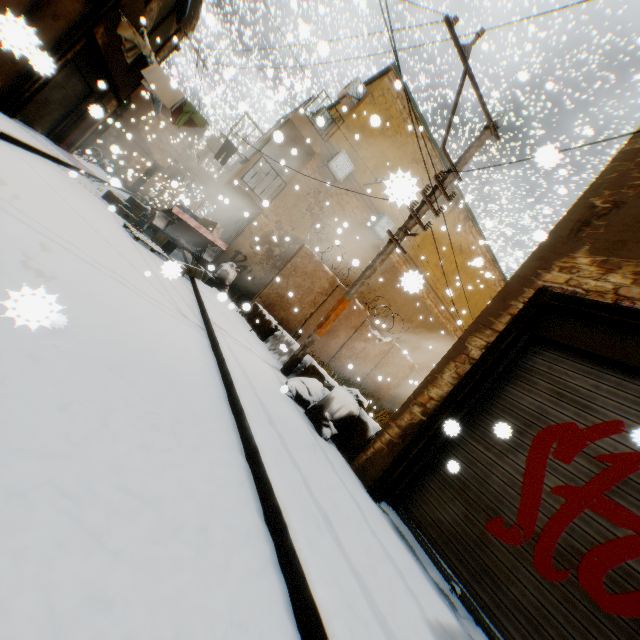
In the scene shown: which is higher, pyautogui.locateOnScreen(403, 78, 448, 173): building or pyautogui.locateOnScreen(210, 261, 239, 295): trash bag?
pyautogui.locateOnScreen(403, 78, 448, 173): building

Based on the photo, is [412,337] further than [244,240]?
Yes

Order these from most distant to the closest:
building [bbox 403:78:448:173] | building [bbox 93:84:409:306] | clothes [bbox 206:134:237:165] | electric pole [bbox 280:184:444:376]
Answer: building [bbox 403:78:448:173] < building [bbox 93:84:409:306] < clothes [bbox 206:134:237:165] < electric pole [bbox 280:184:444:376]

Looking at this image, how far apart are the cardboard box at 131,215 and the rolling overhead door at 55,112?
0.1m

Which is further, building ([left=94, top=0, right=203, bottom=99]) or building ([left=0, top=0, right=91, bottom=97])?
building ([left=94, top=0, right=203, bottom=99])

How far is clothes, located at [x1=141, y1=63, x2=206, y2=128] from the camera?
10.0m

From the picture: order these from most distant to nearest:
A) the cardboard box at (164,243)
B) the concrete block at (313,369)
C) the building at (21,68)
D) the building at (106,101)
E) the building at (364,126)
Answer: the building at (364,126), the cardboard box at (164,243), the building at (106,101), the concrete block at (313,369), the building at (21,68)

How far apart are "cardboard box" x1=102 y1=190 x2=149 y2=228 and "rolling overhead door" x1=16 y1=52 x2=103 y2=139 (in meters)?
0.08
